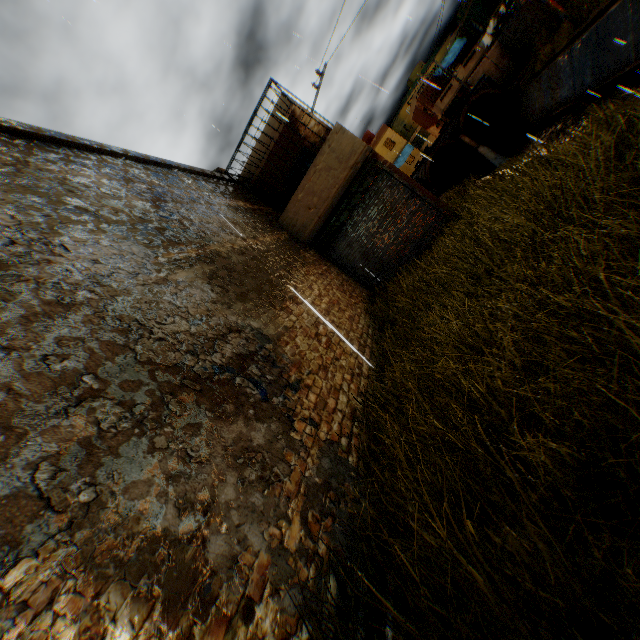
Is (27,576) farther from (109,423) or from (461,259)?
(461,259)

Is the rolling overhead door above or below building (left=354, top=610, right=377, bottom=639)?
above

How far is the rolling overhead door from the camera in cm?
1006

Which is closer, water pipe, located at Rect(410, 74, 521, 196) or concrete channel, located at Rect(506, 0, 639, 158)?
concrete channel, located at Rect(506, 0, 639, 158)

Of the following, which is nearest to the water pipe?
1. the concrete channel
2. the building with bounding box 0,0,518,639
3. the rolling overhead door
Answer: the concrete channel

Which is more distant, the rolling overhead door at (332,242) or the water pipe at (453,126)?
the water pipe at (453,126)

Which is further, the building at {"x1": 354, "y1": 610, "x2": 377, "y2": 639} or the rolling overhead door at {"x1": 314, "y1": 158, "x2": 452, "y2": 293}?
the rolling overhead door at {"x1": 314, "y1": 158, "x2": 452, "y2": 293}

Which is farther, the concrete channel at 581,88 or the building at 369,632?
the concrete channel at 581,88
